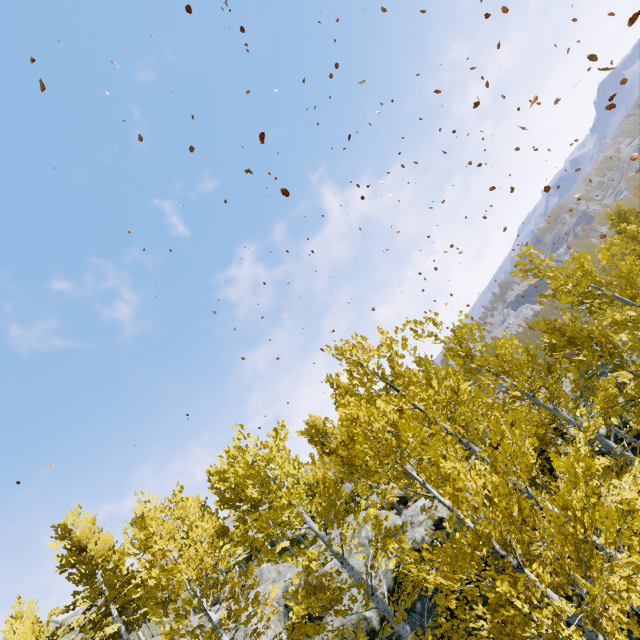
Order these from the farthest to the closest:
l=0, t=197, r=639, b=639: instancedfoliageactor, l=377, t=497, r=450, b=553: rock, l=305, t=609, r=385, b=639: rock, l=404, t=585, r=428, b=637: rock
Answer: l=377, t=497, r=450, b=553: rock → l=305, t=609, r=385, b=639: rock → l=404, t=585, r=428, b=637: rock → l=0, t=197, r=639, b=639: instancedfoliageactor

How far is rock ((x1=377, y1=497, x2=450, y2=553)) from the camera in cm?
1155

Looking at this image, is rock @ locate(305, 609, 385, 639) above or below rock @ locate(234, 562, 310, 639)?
below

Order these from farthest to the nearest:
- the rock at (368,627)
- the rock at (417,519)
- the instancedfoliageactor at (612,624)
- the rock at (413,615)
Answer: the rock at (417,519) → the rock at (368,627) → the rock at (413,615) → the instancedfoliageactor at (612,624)

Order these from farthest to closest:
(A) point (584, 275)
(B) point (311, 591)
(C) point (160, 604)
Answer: (C) point (160, 604) → (A) point (584, 275) → (B) point (311, 591)

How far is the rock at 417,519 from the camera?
11.55m

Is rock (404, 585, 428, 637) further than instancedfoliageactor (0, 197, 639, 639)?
Yes
